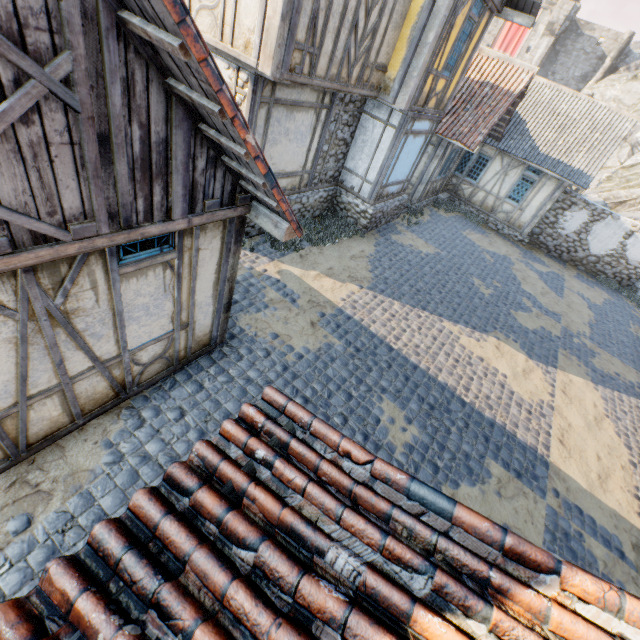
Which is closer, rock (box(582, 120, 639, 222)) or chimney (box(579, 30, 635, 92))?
rock (box(582, 120, 639, 222))

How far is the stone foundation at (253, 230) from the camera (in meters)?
8.91

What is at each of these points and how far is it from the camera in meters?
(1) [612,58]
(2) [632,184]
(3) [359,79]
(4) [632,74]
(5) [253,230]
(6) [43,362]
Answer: (1) chimney, 35.8
(2) rock, 24.9
(3) building, 8.2
(4) rock, 34.7
(5) stone foundation, 9.3
(6) building, 3.5

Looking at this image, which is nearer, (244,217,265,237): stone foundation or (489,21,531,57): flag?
(244,217,265,237): stone foundation

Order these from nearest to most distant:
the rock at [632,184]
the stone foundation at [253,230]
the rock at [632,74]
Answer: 1. the stone foundation at [253,230]
2. the rock at [632,184]
3. the rock at [632,74]

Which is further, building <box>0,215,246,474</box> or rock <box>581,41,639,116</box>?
rock <box>581,41,639,116</box>

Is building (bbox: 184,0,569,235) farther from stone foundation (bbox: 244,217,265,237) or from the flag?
the flag

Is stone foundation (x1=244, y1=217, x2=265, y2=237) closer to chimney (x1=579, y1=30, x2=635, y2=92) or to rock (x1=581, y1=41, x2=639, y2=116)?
rock (x1=581, y1=41, x2=639, y2=116)
